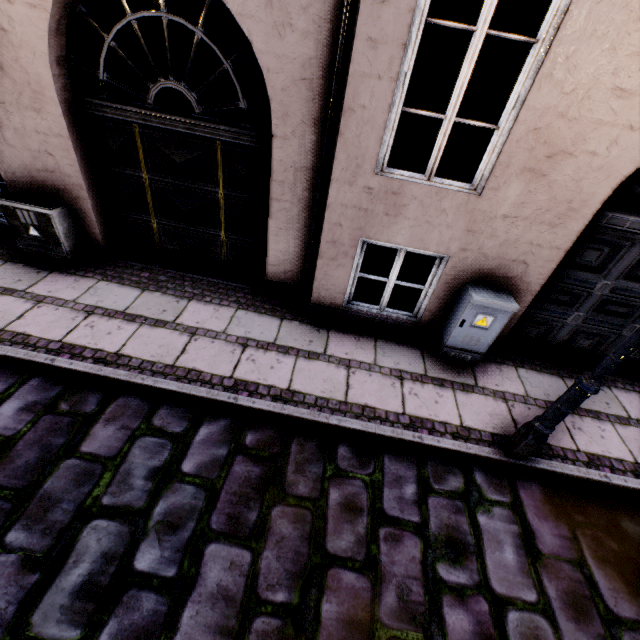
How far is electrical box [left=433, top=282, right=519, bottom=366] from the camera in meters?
3.7 m

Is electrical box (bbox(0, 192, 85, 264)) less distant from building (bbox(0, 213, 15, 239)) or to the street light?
building (bbox(0, 213, 15, 239))

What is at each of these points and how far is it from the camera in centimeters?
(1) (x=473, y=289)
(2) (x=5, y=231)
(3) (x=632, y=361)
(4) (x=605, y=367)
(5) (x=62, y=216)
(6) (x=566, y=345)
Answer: (1) electrical box, 382cm
(2) building, 488cm
(3) building, 473cm
(4) street light, 251cm
(5) electrical box, 438cm
(6) building, 471cm

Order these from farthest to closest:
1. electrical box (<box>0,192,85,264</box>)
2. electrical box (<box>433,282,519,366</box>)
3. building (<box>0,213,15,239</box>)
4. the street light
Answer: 1. building (<box>0,213,15,239</box>)
2. electrical box (<box>0,192,85,264</box>)
3. electrical box (<box>433,282,519,366</box>)
4. the street light

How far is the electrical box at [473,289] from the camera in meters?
3.7

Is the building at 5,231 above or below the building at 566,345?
below

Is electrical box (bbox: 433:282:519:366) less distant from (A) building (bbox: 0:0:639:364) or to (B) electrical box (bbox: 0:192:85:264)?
(A) building (bbox: 0:0:639:364)

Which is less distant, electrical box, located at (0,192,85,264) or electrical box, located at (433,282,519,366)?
electrical box, located at (433,282,519,366)
